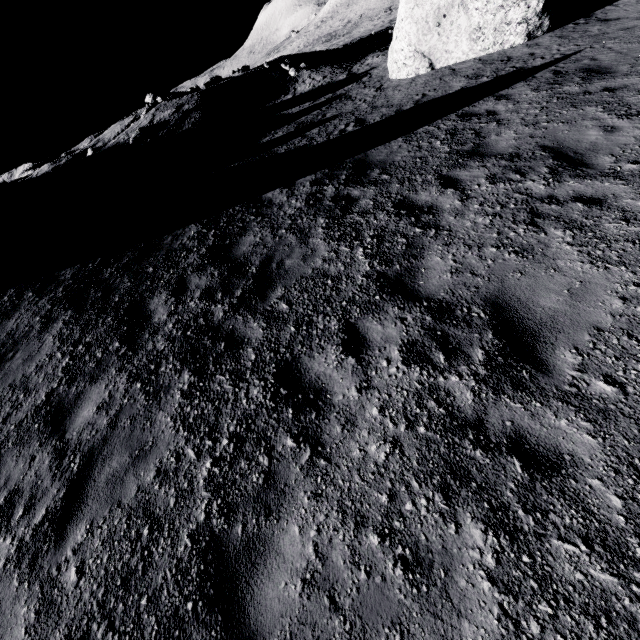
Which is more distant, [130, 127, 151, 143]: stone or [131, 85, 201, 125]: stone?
[131, 85, 201, 125]: stone

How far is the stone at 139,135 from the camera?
18.1 meters

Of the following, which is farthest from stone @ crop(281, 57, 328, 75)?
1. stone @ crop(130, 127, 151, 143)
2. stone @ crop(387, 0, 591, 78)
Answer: stone @ crop(130, 127, 151, 143)

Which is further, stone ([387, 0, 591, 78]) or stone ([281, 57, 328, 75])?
stone ([281, 57, 328, 75])

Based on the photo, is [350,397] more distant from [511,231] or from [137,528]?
[511,231]

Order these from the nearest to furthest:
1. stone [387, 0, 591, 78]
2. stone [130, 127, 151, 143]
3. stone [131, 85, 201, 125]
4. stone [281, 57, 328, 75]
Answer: stone [387, 0, 591, 78] < stone [130, 127, 151, 143] < stone [281, 57, 328, 75] < stone [131, 85, 201, 125]

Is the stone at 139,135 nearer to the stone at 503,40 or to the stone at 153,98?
the stone at 153,98

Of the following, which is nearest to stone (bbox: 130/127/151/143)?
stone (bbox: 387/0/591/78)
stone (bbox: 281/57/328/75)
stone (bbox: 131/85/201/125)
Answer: stone (bbox: 131/85/201/125)
